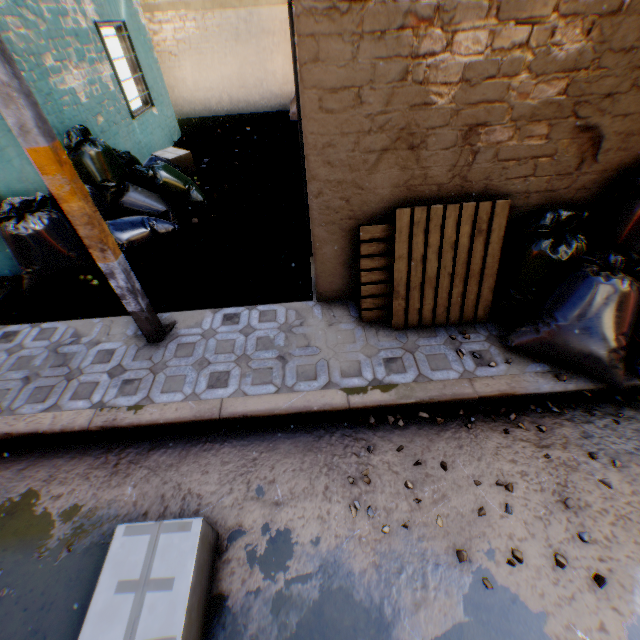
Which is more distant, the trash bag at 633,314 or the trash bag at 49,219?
the trash bag at 49,219

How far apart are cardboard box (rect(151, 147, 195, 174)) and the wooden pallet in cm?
564

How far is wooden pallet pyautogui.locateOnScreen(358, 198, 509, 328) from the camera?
2.85m

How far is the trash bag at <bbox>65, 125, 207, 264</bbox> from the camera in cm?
446

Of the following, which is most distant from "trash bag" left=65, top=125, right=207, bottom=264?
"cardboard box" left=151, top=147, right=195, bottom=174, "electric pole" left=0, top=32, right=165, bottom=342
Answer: "cardboard box" left=151, top=147, right=195, bottom=174

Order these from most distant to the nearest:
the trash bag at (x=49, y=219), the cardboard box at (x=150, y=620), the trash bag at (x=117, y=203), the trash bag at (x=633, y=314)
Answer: the trash bag at (x=117, y=203) → the trash bag at (x=49, y=219) → the trash bag at (x=633, y=314) → the cardboard box at (x=150, y=620)

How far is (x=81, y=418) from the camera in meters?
2.8 m

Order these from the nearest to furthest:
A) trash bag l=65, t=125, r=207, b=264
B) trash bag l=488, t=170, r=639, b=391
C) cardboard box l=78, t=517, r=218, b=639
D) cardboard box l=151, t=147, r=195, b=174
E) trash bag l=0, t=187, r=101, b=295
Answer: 1. cardboard box l=78, t=517, r=218, b=639
2. trash bag l=488, t=170, r=639, b=391
3. trash bag l=0, t=187, r=101, b=295
4. trash bag l=65, t=125, r=207, b=264
5. cardboard box l=151, t=147, r=195, b=174
